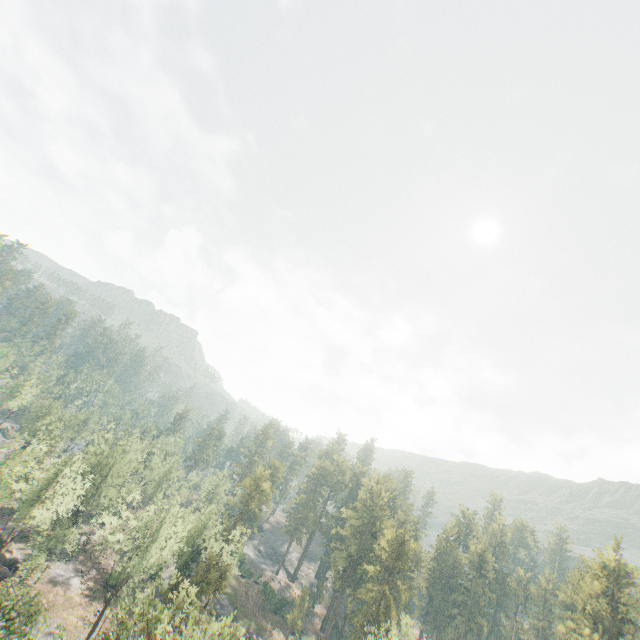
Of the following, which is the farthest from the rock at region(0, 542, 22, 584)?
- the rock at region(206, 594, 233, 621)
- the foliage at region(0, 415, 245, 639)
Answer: the rock at region(206, 594, 233, 621)

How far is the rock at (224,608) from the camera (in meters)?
56.25

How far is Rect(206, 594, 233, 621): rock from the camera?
56.2 meters

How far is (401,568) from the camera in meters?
54.4 m

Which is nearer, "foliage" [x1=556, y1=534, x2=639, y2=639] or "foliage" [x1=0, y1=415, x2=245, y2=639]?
"foliage" [x1=0, y1=415, x2=245, y2=639]

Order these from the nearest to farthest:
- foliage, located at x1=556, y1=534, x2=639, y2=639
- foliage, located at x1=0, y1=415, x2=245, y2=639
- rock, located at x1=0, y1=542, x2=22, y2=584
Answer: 1. foliage, located at x1=0, y1=415, x2=245, y2=639
2. rock, located at x1=0, y1=542, x2=22, y2=584
3. foliage, located at x1=556, y1=534, x2=639, y2=639

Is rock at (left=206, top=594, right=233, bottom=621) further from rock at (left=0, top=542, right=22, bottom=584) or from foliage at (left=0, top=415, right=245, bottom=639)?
rock at (left=0, top=542, right=22, bottom=584)

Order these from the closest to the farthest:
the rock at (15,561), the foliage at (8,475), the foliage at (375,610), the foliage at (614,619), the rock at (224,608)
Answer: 1. the foliage at (8,475)
2. the foliage at (375,610)
3. the rock at (15,561)
4. the foliage at (614,619)
5. the rock at (224,608)
